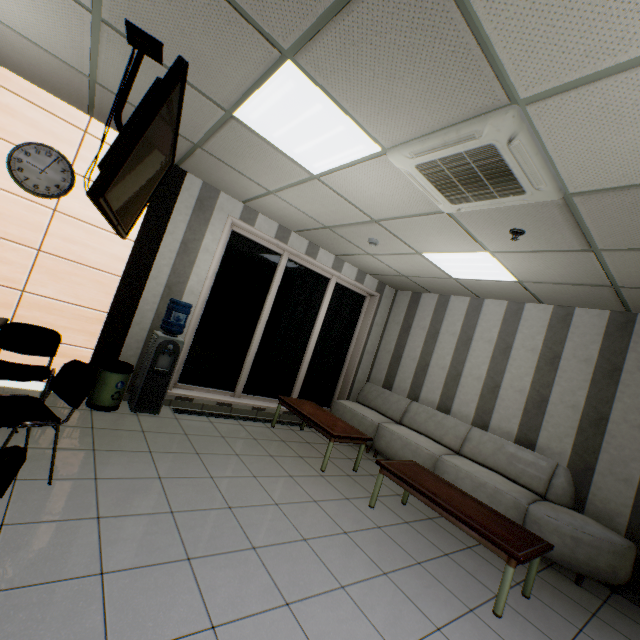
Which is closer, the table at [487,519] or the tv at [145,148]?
→ the tv at [145,148]

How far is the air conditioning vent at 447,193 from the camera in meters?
2.0 m

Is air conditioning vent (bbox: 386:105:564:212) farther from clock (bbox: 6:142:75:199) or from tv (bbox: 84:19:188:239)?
clock (bbox: 6:142:75:199)

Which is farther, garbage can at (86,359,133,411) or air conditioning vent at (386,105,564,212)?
garbage can at (86,359,133,411)

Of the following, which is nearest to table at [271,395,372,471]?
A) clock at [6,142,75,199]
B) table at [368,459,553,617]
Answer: table at [368,459,553,617]

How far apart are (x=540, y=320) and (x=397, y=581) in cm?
427

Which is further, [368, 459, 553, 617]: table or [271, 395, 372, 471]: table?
[271, 395, 372, 471]: table

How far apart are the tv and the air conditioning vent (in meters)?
1.54
